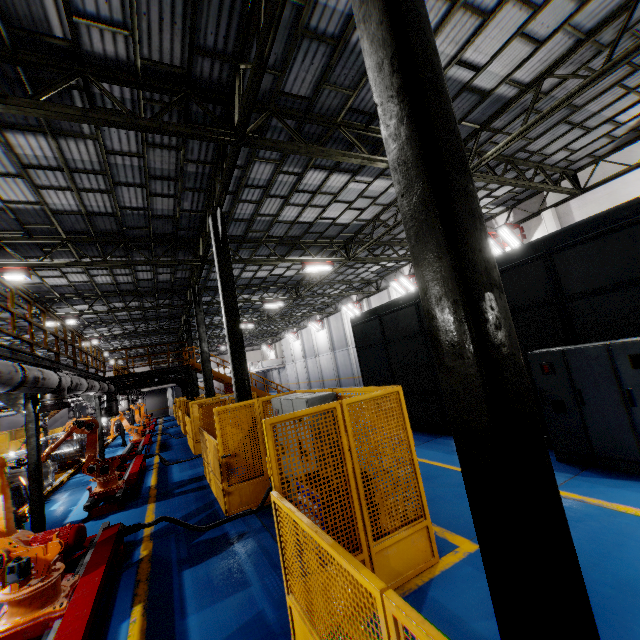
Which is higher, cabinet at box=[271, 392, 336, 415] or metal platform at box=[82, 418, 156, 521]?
cabinet at box=[271, 392, 336, 415]

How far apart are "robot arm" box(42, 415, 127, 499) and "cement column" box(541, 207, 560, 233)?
18.5 meters

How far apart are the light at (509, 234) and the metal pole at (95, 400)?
20.4 meters

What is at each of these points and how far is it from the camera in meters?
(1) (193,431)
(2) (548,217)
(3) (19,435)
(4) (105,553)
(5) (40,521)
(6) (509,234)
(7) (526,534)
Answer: (1) metal panel, 13.9 m
(2) cement column, 15.2 m
(3) metal panel, 26.3 m
(4) metal platform, 4.7 m
(5) metal pole, 6.7 m
(6) light, 16.4 m
(7) metal pole, 2.0 m

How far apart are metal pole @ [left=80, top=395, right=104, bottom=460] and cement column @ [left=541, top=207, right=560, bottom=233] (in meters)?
21.55

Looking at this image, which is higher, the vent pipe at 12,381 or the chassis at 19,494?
the vent pipe at 12,381

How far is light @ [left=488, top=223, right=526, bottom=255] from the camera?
16.28m

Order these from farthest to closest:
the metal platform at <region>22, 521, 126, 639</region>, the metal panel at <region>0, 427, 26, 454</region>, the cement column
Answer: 1. the metal panel at <region>0, 427, 26, 454</region>
2. the cement column
3. the metal platform at <region>22, 521, 126, 639</region>
